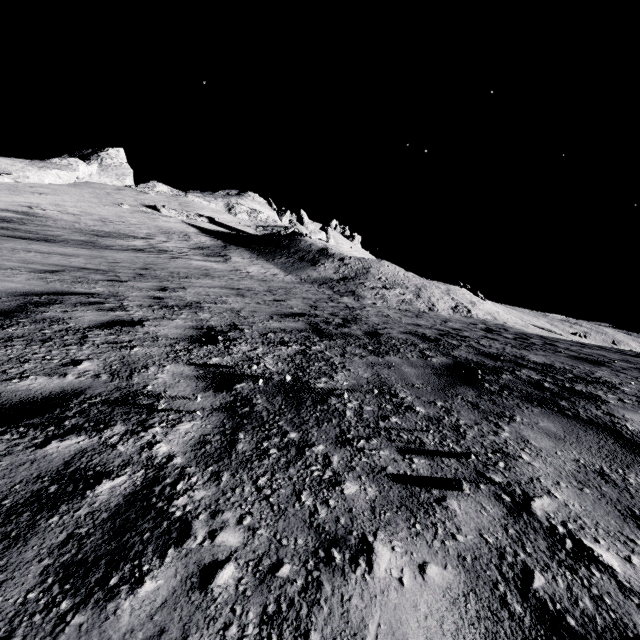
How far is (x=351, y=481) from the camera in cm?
155
